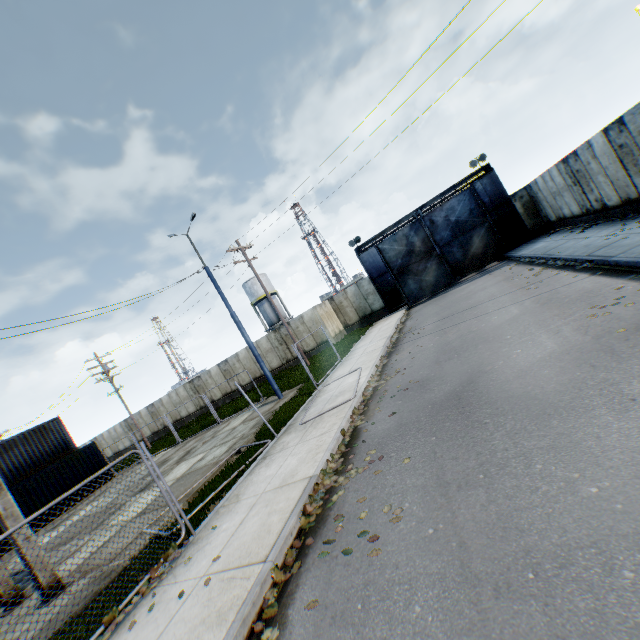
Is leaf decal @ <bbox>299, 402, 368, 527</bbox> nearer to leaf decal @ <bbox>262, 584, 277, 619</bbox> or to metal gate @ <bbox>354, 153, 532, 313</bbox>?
leaf decal @ <bbox>262, 584, 277, 619</bbox>

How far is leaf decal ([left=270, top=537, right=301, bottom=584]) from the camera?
4.3m

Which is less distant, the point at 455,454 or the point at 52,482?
the point at 455,454

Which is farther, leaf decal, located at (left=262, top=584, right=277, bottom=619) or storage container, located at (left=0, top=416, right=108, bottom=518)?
storage container, located at (left=0, top=416, right=108, bottom=518)

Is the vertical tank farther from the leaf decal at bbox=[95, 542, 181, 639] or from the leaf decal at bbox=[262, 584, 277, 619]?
the leaf decal at bbox=[262, 584, 277, 619]

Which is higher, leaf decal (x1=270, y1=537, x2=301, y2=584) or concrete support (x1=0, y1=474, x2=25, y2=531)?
concrete support (x1=0, y1=474, x2=25, y2=531)

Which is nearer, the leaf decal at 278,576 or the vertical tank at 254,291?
the leaf decal at 278,576

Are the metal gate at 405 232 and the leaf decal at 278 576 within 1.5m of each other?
no
